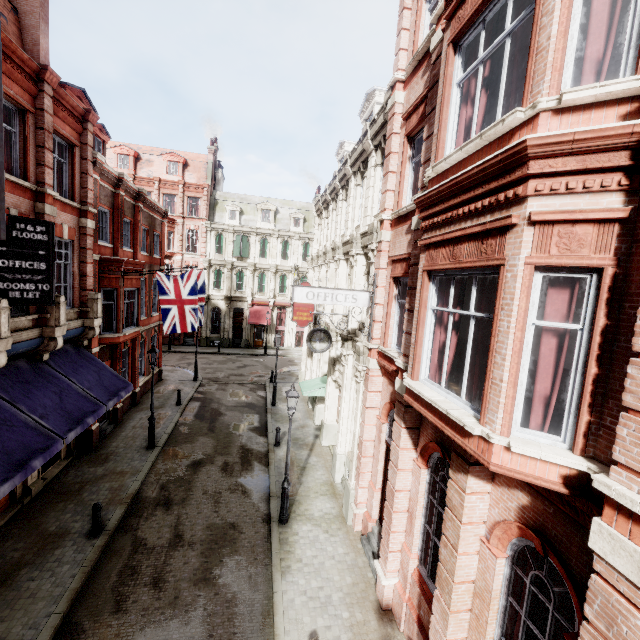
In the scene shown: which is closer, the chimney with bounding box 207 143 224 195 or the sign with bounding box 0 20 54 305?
the sign with bounding box 0 20 54 305

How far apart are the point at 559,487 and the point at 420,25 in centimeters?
1134cm

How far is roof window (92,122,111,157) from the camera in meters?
16.7 m

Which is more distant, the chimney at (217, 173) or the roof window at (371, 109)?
the chimney at (217, 173)

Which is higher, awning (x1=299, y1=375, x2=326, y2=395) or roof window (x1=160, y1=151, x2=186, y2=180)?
roof window (x1=160, y1=151, x2=186, y2=180)

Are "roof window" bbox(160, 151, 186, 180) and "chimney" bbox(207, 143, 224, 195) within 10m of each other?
yes

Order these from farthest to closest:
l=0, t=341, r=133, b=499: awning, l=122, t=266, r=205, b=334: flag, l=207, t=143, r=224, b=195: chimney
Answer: l=207, t=143, r=224, b=195: chimney, l=122, t=266, r=205, b=334: flag, l=0, t=341, r=133, b=499: awning

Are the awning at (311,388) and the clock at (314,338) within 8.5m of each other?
yes
